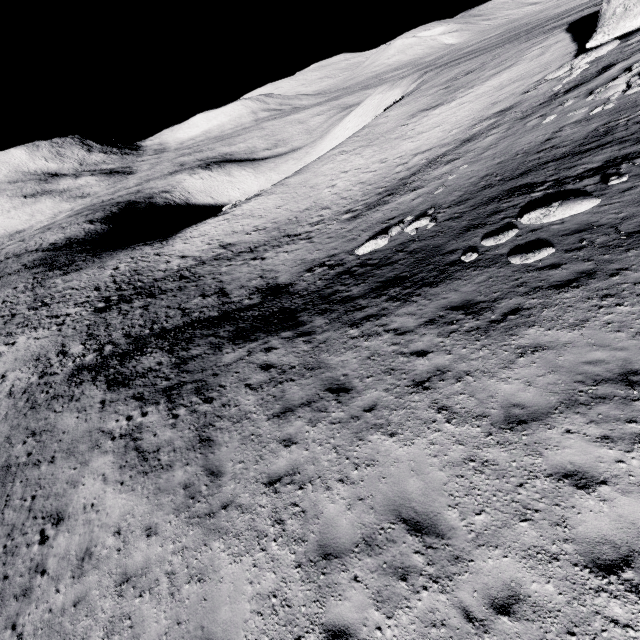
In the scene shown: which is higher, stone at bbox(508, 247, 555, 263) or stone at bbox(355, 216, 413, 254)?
stone at bbox(508, 247, 555, 263)

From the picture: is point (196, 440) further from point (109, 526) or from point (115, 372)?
point (115, 372)

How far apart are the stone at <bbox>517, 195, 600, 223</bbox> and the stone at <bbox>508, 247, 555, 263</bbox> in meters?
1.8

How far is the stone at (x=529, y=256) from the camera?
8.9m

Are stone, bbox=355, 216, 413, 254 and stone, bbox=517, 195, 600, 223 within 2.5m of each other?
no

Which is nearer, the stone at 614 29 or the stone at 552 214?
the stone at 552 214

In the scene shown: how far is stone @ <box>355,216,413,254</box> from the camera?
17.4m

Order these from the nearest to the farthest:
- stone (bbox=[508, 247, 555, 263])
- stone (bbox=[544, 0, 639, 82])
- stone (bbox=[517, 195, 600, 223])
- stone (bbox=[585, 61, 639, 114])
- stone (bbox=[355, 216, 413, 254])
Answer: stone (bbox=[508, 247, 555, 263]) < stone (bbox=[517, 195, 600, 223]) < stone (bbox=[585, 61, 639, 114]) < stone (bbox=[355, 216, 413, 254]) < stone (bbox=[544, 0, 639, 82])
